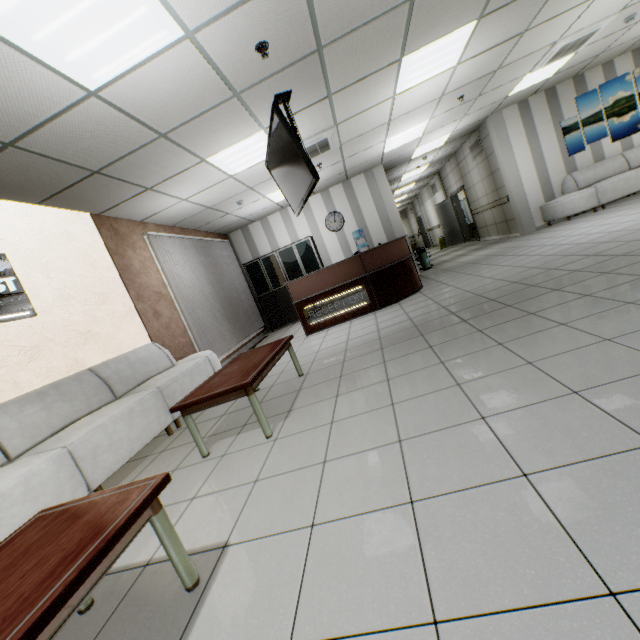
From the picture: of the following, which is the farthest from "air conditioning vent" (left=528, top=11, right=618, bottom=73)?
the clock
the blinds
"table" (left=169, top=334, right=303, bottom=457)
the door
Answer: the blinds

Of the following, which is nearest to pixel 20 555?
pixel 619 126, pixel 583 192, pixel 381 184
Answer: pixel 381 184

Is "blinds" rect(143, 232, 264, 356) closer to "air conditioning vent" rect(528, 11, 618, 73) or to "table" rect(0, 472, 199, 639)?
"table" rect(0, 472, 199, 639)

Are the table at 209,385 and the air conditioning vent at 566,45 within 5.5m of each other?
no

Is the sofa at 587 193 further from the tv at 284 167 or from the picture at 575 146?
the tv at 284 167

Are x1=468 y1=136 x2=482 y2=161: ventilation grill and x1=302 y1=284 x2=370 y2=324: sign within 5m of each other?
no

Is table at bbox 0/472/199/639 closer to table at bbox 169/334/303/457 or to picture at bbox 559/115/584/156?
table at bbox 169/334/303/457

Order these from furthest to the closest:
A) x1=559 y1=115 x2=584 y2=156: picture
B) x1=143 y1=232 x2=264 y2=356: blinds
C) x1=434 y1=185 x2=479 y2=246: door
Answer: x1=434 y1=185 x2=479 y2=246: door
x1=559 y1=115 x2=584 y2=156: picture
x1=143 y1=232 x2=264 y2=356: blinds
